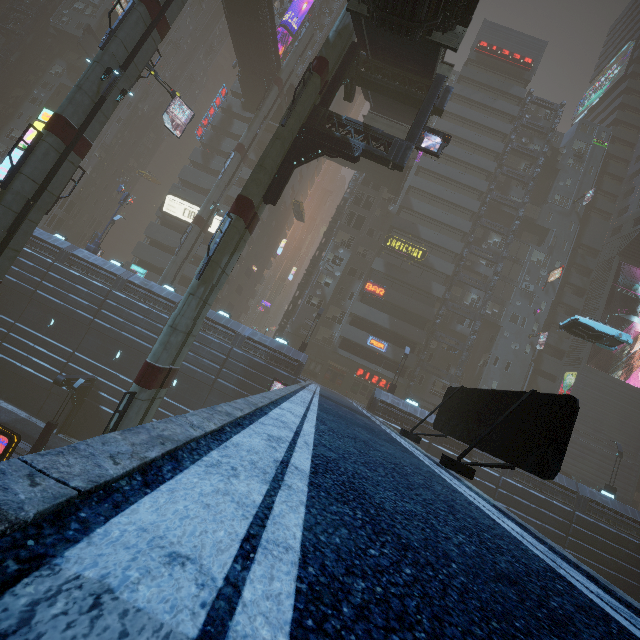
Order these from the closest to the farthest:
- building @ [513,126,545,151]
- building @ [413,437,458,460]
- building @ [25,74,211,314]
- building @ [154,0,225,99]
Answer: building @ [413,437,458,460], building @ [25,74,211,314], building @ [513,126,545,151], building @ [154,0,225,99]

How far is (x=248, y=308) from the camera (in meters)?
56.25

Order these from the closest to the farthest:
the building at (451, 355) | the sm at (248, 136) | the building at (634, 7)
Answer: the sm at (248, 136), the building at (451, 355), the building at (634, 7)

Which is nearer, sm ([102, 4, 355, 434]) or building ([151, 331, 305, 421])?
sm ([102, 4, 355, 434])

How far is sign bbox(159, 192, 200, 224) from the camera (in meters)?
41.12

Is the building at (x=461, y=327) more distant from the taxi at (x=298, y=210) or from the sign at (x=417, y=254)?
the taxi at (x=298, y=210)

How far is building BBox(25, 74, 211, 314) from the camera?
28.9 meters

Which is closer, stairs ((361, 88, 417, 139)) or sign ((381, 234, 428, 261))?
stairs ((361, 88, 417, 139))
